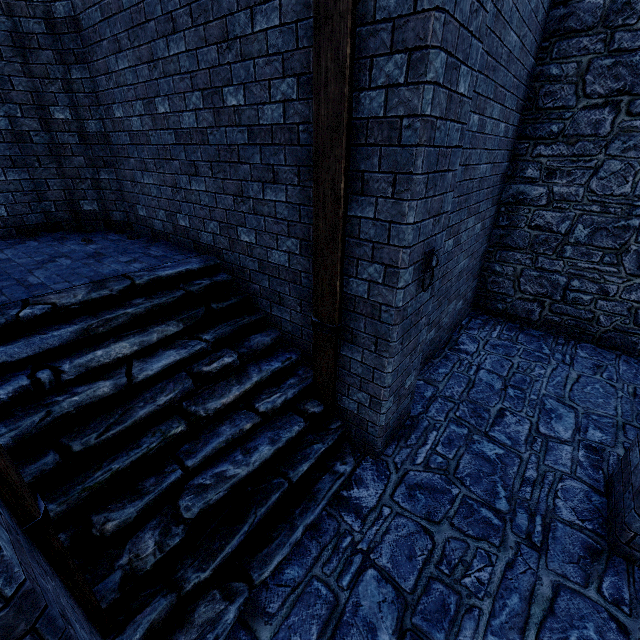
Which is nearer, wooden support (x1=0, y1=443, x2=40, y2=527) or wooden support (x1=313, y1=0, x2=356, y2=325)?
wooden support (x1=0, y1=443, x2=40, y2=527)

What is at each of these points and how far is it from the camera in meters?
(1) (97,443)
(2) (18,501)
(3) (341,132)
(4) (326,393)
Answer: (1) stairs, 2.8
(2) wooden support, 1.5
(3) wooden support, 2.6
(4) wooden beam, 3.9

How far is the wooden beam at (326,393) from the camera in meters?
3.4

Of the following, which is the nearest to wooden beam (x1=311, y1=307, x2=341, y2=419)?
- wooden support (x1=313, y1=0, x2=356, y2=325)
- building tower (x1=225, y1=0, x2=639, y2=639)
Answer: wooden support (x1=313, y1=0, x2=356, y2=325)

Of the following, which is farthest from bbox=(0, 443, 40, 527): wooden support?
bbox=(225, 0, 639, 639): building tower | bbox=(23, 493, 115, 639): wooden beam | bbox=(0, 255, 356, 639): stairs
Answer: bbox=(225, 0, 639, 639): building tower

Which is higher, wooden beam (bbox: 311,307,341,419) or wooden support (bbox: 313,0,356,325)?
wooden support (bbox: 313,0,356,325)

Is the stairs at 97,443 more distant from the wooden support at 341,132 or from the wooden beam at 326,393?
the wooden support at 341,132

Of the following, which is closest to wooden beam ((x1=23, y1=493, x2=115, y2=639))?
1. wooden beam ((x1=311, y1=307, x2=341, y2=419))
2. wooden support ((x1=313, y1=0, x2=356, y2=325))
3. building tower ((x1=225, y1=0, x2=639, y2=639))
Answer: wooden support ((x1=313, y1=0, x2=356, y2=325))
